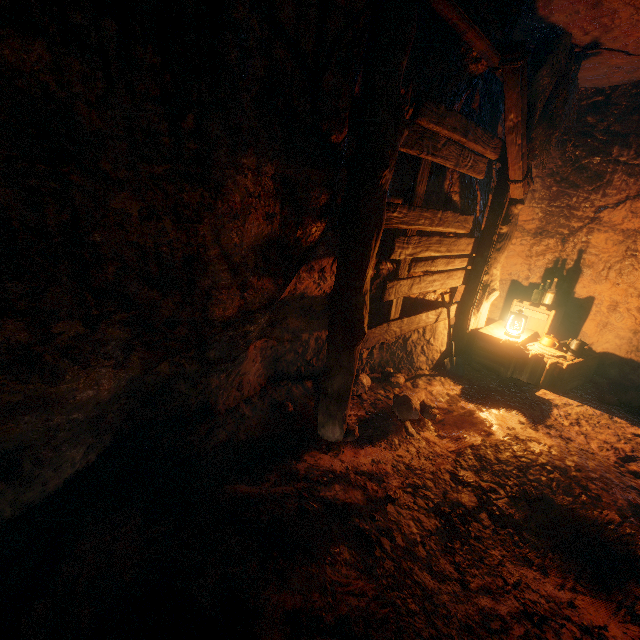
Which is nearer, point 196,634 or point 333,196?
point 196,634

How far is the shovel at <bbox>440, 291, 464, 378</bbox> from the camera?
4.8m

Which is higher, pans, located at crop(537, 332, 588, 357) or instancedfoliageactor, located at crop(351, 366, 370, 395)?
pans, located at crop(537, 332, 588, 357)

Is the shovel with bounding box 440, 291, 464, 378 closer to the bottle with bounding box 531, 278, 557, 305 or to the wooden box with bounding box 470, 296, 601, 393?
the wooden box with bounding box 470, 296, 601, 393

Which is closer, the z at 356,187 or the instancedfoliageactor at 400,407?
the z at 356,187

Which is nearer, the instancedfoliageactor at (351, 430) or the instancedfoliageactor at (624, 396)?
the instancedfoliageactor at (351, 430)

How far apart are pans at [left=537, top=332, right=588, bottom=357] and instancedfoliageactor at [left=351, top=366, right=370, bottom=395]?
2.9m

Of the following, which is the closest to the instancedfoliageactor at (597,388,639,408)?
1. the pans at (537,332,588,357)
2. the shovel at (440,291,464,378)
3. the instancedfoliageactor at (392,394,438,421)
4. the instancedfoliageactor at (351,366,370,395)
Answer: the pans at (537,332,588,357)
